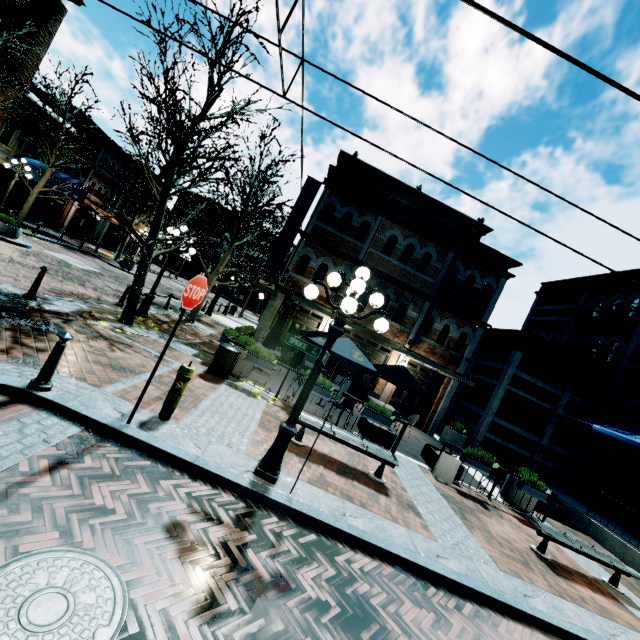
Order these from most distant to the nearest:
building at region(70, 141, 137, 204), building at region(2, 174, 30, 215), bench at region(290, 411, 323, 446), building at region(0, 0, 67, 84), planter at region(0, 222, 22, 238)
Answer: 1. building at region(70, 141, 137, 204)
2. building at region(2, 174, 30, 215)
3. building at region(0, 0, 67, 84)
4. planter at region(0, 222, 22, 238)
5. bench at region(290, 411, 323, 446)

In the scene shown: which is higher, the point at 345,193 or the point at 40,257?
the point at 345,193

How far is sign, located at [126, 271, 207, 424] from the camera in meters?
4.6

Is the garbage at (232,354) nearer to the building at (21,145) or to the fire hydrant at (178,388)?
the fire hydrant at (178,388)

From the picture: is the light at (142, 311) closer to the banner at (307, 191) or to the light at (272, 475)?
the banner at (307, 191)

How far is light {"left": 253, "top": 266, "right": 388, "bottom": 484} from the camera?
4.8m

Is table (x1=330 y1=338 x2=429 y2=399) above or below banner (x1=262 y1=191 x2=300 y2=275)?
below

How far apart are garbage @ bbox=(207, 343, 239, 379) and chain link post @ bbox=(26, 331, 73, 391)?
4.2 meters
